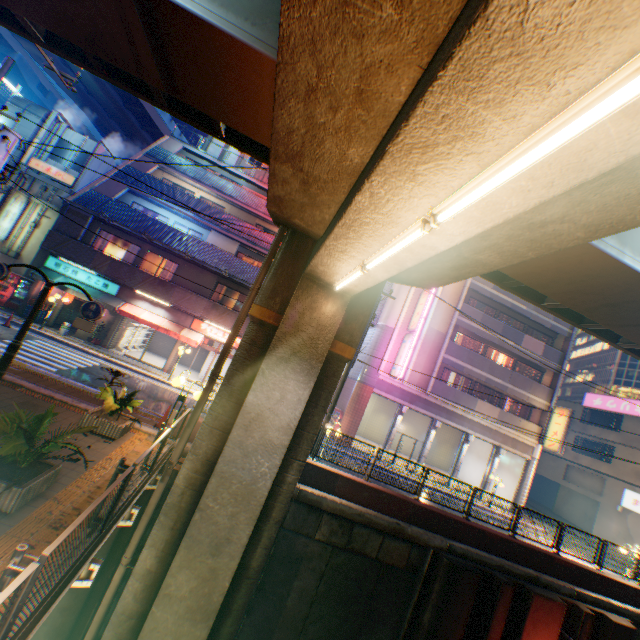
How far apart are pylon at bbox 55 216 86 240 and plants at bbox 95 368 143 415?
14.40m

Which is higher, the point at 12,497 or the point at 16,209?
the point at 16,209

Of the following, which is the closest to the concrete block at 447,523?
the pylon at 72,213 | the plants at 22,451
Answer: the plants at 22,451

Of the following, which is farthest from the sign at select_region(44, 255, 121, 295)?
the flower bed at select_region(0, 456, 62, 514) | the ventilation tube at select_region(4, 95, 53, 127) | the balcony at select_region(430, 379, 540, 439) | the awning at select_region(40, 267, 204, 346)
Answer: the balcony at select_region(430, 379, 540, 439)

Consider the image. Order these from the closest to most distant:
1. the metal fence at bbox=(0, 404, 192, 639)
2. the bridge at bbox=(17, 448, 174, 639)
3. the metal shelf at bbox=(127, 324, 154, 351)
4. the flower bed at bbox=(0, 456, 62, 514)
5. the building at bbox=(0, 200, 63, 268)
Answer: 1. the metal fence at bbox=(0, 404, 192, 639)
2. the bridge at bbox=(17, 448, 174, 639)
3. the flower bed at bbox=(0, 456, 62, 514)
4. the building at bbox=(0, 200, 63, 268)
5. the metal shelf at bbox=(127, 324, 154, 351)

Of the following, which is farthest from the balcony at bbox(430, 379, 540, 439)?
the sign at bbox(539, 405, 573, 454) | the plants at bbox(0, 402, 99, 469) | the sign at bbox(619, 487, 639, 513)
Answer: the plants at bbox(0, 402, 99, 469)

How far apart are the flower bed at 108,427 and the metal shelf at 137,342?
13.8 meters

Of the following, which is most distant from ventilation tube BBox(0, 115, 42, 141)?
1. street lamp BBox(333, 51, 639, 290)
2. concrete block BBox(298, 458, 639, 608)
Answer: street lamp BBox(333, 51, 639, 290)
